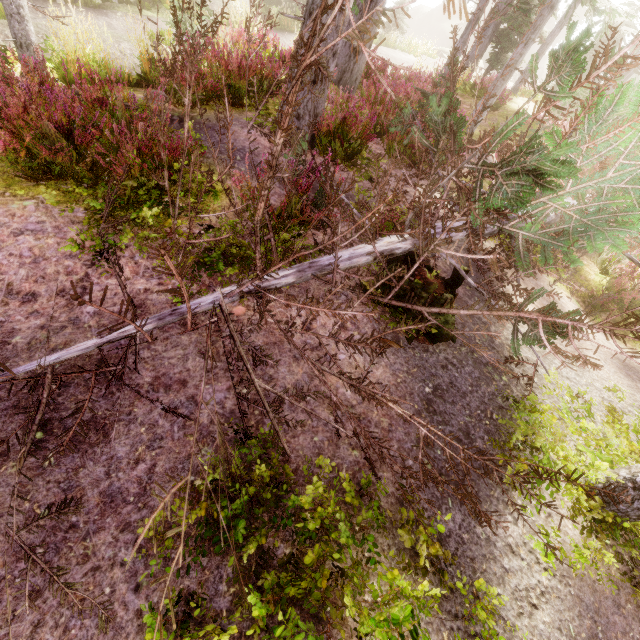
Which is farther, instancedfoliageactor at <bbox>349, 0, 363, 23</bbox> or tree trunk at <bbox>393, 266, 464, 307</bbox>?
instancedfoliageactor at <bbox>349, 0, 363, 23</bbox>

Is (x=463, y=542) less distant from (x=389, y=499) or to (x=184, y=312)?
(x=389, y=499)

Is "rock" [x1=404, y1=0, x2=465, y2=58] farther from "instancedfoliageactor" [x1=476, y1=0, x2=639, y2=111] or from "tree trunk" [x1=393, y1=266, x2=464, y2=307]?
"tree trunk" [x1=393, y1=266, x2=464, y2=307]

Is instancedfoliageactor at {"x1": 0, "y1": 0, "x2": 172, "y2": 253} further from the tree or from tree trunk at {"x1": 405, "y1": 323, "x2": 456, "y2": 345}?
tree trunk at {"x1": 405, "y1": 323, "x2": 456, "y2": 345}

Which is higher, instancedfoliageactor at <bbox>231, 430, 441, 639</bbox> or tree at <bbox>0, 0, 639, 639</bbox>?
tree at <bbox>0, 0, 639, 639</bbox>

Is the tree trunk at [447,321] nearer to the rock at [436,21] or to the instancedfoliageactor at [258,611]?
the instancedfoliageactor at [258,611]

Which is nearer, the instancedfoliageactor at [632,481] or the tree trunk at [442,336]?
the instancedfoliageactor at [632,481]
